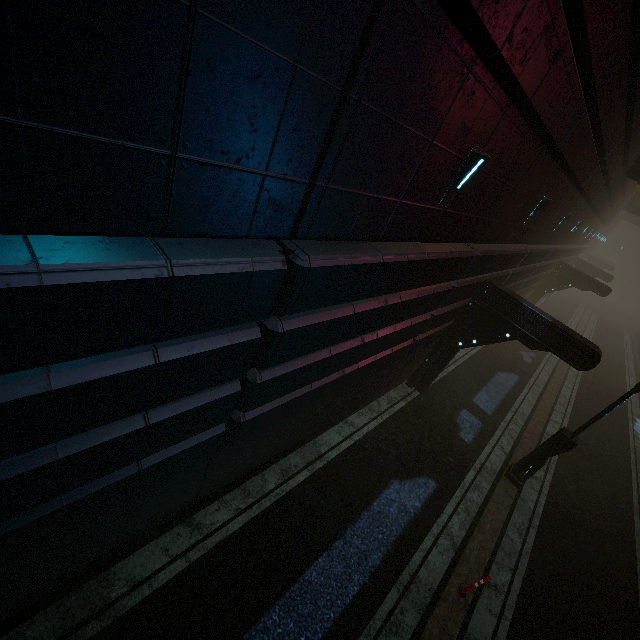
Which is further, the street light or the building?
the street light

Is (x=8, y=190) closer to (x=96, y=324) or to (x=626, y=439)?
(x=96, y=324)

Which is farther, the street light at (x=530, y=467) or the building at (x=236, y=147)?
the street light at (x=530, y=467)
